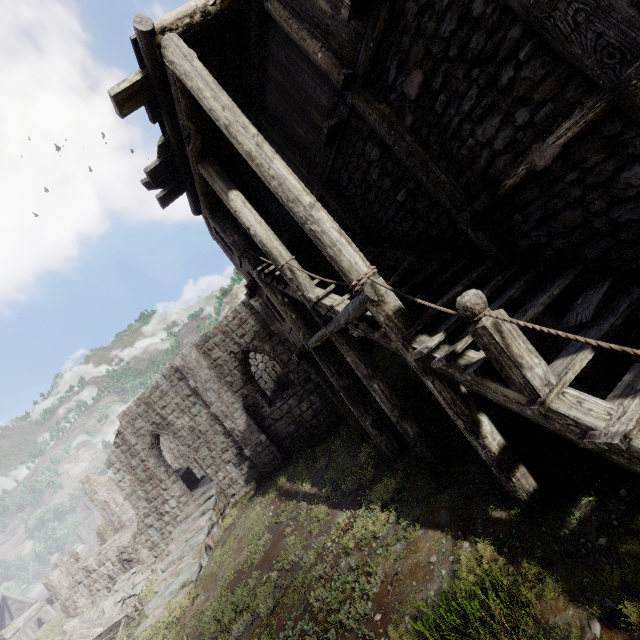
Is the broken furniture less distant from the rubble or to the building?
the rubble

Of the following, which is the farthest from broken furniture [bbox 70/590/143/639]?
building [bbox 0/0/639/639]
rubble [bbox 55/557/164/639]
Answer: building [bbox 0/0/639/639]

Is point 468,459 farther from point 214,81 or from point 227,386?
point 227,386

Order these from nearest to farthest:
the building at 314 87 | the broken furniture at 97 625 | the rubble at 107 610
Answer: the building at 314 87, the broken furniture at 97 625, the rubble at 107 610

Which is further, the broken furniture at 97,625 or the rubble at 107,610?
the rubble at 107,610

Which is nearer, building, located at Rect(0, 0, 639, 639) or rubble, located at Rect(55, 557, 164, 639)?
building, located at Rect(0, 0, 639, 639)

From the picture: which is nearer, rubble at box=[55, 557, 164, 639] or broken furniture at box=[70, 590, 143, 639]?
broken furniture at box=[70, 590, 143, 639]
